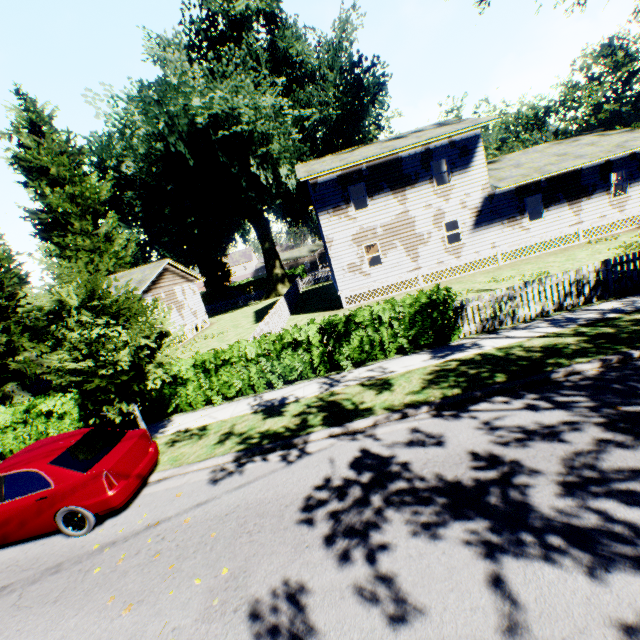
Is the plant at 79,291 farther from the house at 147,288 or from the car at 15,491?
the car at 15,491

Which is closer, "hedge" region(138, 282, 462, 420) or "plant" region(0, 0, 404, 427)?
"plant" region(0, 0, 404, 427)

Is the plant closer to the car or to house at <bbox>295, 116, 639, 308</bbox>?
house at <bbox>295, 116, 639, 308</bbox>

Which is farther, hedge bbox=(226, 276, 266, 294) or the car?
hedge bbox=(226, 276, 266, 294)

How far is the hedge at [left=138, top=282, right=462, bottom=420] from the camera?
10.05m

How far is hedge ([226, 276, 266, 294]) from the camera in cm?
5812

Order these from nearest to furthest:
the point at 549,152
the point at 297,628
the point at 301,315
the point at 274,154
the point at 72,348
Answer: the point at 297,628 → the point at 72,348 → the point at 549,152 → the point at 301,315 → the point at 274,154

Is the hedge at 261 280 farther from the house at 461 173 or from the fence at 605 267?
the fence at 605 267
